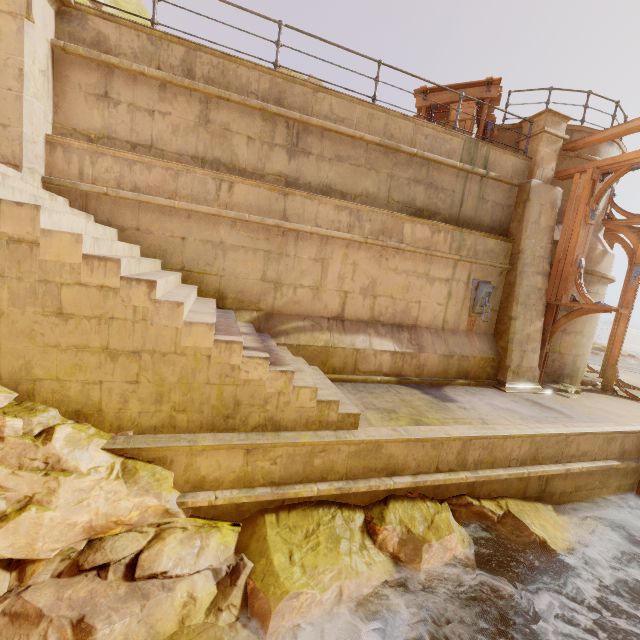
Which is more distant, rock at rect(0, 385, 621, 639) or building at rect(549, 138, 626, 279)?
building at rect(549, 138, 626, 279)

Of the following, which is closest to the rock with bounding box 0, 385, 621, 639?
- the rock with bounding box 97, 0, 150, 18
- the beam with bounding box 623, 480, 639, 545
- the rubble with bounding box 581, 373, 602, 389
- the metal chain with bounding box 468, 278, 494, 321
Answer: the beam with bounding box 623, 480, 639, 545

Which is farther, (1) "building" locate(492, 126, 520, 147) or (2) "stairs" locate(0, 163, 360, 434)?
(1) "building" locate(492, 126, 520, 147)

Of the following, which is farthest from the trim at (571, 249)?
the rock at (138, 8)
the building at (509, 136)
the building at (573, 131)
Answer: the rock at (138, 8)

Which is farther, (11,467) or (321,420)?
(321,420)

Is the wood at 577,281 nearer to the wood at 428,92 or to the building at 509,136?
the building at 509,136

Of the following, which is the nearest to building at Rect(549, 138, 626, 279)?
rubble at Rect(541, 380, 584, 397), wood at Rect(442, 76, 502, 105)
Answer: rubble at Rect(541, 380, 584, 397)

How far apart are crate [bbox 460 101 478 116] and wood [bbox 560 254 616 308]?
3.76m
